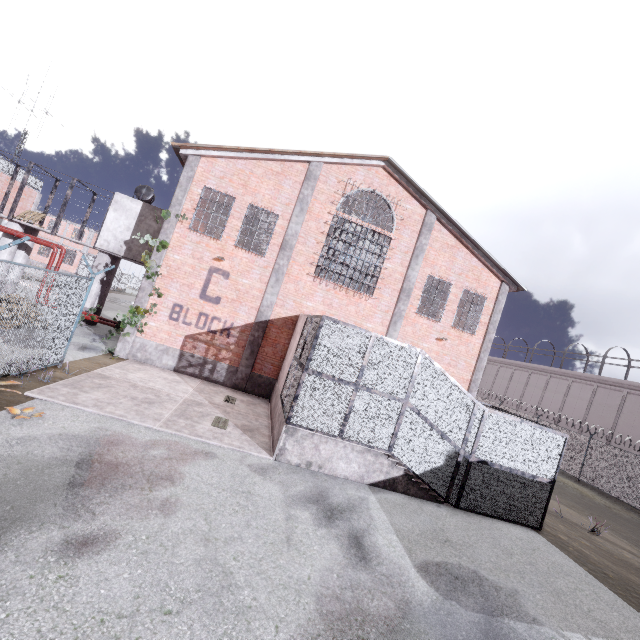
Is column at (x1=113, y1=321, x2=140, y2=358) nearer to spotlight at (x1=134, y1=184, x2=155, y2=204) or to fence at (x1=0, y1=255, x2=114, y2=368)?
fence at (x1=0, y1=255, x2=114, y2=368)

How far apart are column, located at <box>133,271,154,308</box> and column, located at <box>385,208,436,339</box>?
10.35m

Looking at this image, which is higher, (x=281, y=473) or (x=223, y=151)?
(x=223, y=151)

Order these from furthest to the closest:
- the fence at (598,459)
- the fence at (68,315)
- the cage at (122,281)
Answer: the cage at (122,281) → the fence at (598,459) → the fence at (68,315)

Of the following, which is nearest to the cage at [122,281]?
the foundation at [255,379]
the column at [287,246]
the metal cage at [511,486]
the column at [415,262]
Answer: the column at [287,246]

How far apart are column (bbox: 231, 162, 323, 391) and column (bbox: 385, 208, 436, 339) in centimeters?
533cm

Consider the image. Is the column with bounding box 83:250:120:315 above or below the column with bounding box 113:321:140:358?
above

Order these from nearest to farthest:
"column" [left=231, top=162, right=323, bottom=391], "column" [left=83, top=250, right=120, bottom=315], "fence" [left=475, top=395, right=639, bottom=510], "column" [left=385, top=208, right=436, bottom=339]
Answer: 1. "column" [left=231, top=162, right=323, bottom=391]
2. "column" [left=385, top=208, right=436, bottom=339]
3. "column" [left=83, top=250, right=120, bottom=315]
4. "fence" [left=475, top=395, right=639, bottom=510]
